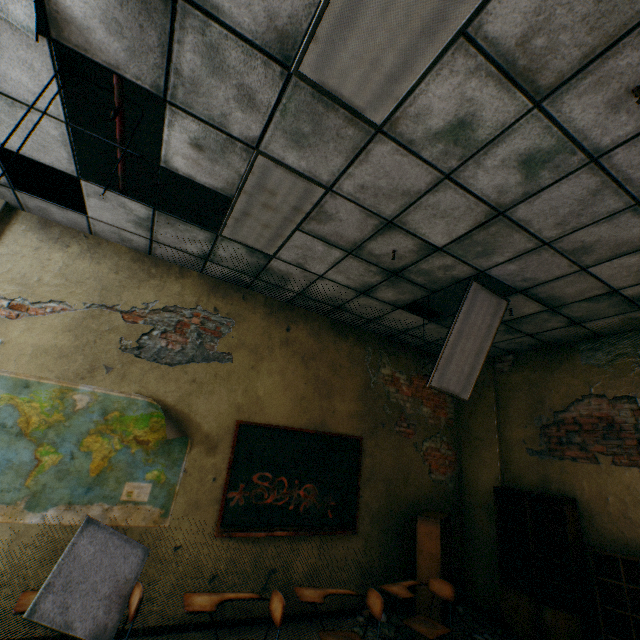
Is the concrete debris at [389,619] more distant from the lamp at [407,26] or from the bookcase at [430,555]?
the lamp at [407,26]

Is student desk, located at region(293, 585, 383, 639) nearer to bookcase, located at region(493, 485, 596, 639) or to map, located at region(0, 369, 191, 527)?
map, located at region(0, 369, 191, 527)

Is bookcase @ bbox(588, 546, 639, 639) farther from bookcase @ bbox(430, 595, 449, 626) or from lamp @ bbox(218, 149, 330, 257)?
lamp @ bbox(218, 149, 330, 257)

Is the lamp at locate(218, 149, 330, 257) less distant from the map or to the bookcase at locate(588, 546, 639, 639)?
the map

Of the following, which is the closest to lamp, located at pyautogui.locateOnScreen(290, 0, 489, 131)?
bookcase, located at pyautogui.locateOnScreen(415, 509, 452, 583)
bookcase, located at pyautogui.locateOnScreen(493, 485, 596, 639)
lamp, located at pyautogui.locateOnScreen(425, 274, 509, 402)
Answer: lamp, located at pyautogui.locateOnScreen(425, 274, 509, 402)

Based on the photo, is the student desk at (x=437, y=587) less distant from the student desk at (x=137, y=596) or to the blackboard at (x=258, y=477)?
the blackboard at (x=258, y=477)

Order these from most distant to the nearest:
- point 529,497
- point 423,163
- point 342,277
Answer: point 529,497
point 342,277
point 423,163

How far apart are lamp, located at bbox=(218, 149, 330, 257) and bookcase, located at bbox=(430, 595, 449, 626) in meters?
3.9
